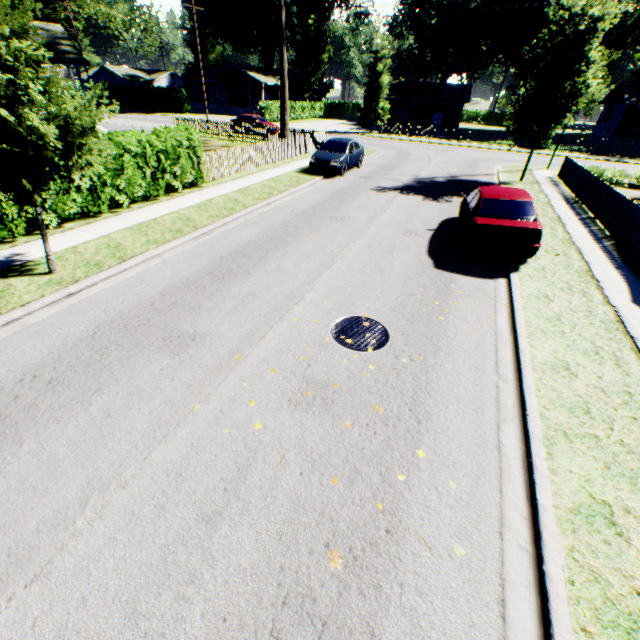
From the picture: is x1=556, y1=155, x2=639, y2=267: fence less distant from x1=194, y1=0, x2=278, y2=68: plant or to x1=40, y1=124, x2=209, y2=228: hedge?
x1=40, y1=124, x2=209, y2=228: hedge

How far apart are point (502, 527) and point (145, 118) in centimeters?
5156cm

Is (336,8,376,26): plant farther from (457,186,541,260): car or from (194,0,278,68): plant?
(194,0,278,68): plant

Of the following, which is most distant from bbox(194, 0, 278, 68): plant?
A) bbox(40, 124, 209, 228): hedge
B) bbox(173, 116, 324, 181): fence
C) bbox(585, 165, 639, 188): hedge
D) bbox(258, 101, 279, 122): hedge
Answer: bbox(585, 165, 639, 188): hedge

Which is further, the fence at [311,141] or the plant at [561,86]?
the fence at [311,141]

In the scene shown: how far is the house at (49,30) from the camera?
20.4 meters

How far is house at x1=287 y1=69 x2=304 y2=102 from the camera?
55.25m
